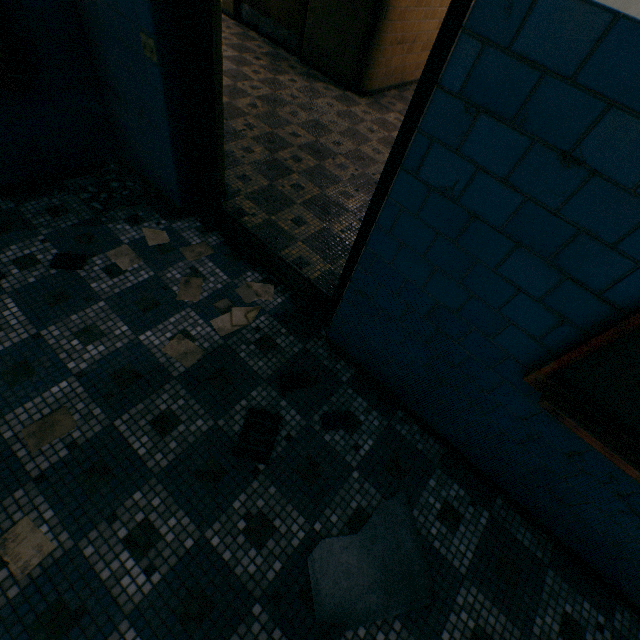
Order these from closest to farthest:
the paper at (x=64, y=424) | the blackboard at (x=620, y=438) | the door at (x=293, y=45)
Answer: the blackboard at (x=620, y=438) → the paper at (x=64, y=424) → the door at (x=293, y=45)

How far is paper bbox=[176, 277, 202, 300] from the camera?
2.4 meters

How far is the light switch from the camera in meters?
1.9

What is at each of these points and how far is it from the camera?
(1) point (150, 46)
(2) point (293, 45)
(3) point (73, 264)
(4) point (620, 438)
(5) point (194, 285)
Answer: (1) light switch, 1.9m
(2) door, 5.6m
(3) book, 2.3m
(4) blackboard, 1.3m
(5) paper, 2.5m

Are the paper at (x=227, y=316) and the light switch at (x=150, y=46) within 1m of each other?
no

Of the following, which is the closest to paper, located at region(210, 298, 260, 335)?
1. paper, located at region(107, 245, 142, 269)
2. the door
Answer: paper, located at region(107, 245, 142, 269)

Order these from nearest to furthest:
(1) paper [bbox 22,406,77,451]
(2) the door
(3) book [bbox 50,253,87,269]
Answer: (1) paper [bbox 22,406,77,451] < (3) book [bbox 50,253,87,269] < (2) the door

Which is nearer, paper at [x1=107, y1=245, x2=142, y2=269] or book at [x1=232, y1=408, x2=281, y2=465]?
book at [x1=232, y1=408, x2=281, y2=465]
